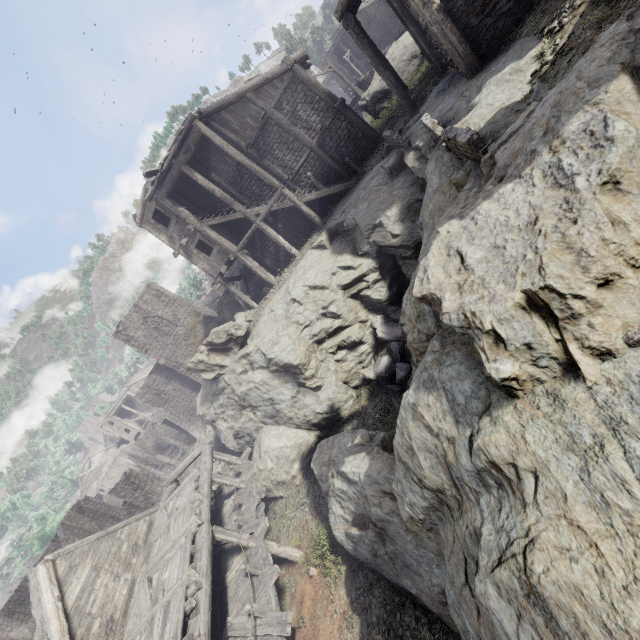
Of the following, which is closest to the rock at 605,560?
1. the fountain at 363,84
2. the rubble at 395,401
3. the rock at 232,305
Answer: the rubble at 395,401

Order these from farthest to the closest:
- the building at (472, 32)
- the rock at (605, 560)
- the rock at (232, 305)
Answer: the rock at (232, 305) → the building at (472, 32) → the rock at (605, 560)

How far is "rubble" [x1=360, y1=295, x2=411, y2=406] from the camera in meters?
12.8 m

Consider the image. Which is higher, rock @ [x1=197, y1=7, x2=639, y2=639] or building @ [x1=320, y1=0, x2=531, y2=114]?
building @ [x1=320, y1=0, x2=531, y2=114]

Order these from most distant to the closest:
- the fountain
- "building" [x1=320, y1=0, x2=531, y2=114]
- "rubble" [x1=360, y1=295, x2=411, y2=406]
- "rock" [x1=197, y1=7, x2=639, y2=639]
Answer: the fountain
"rubble" [x1=360, y1=295, x2=411, y2=406]
"building" [x1=320, y1=0, x2=531, y2=114]
"rock" [x1=197, y1=7, x2=639, y2=639]

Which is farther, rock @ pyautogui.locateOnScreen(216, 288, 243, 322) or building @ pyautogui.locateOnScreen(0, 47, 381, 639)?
rock @ pyautogui.locateOnScreen(216, 288, 243, 322)

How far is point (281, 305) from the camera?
17.20m

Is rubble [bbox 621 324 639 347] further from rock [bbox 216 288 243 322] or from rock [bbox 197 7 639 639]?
rock [bbox 216 288 243 322]
